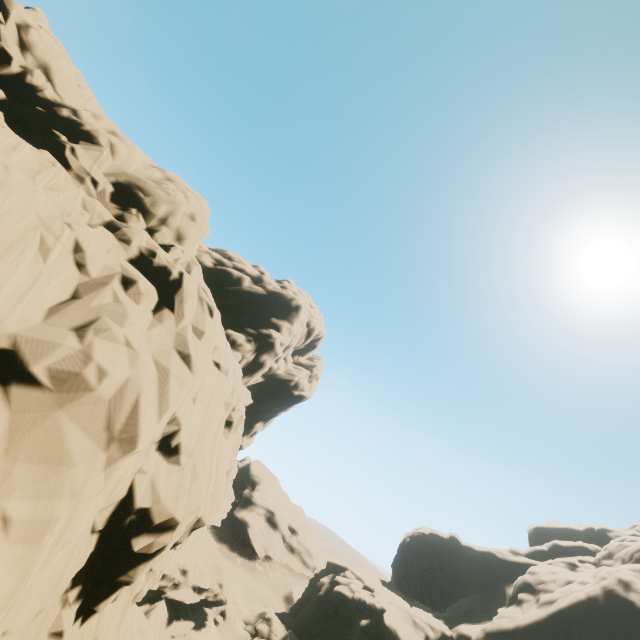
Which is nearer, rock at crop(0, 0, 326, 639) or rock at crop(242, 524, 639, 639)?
rock at crop(0, 0, 326, 639)

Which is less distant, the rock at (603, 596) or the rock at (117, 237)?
the rock at (117, 237)

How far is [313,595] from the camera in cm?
5253
